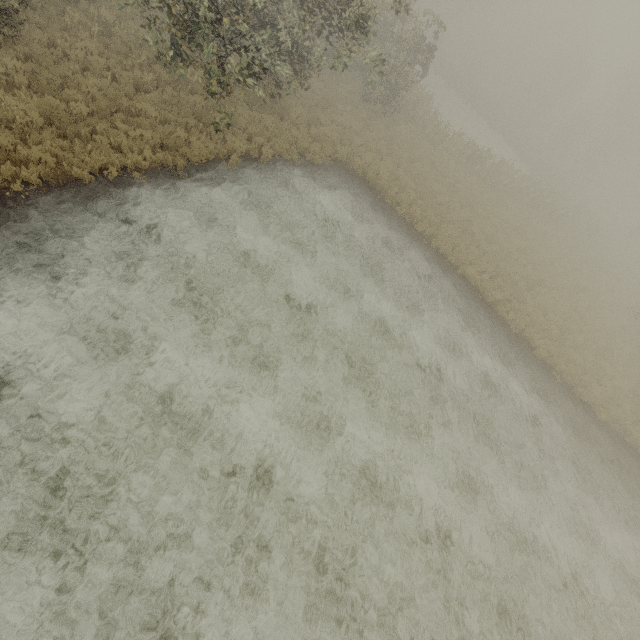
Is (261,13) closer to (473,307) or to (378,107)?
(378,107)
